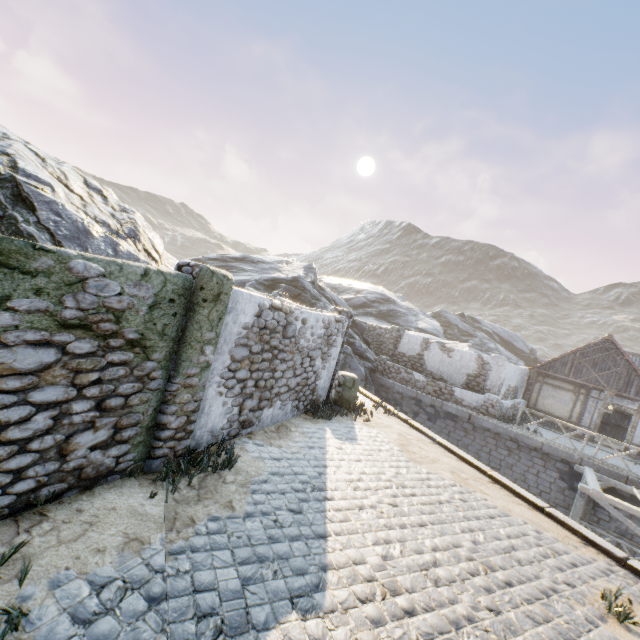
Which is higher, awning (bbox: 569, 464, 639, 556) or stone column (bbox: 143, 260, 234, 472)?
stone column (bbox: 143, 260, 234, 472)

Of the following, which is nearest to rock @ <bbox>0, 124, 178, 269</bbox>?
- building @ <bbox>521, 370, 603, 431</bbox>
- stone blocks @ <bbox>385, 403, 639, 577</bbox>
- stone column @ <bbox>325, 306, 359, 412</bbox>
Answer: stone blocks @ <bbox>385, 403, 639, 577</bbox>

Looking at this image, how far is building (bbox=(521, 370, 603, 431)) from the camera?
18.30m

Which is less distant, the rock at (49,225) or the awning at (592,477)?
the rock at (49,225)

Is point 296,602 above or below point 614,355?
below

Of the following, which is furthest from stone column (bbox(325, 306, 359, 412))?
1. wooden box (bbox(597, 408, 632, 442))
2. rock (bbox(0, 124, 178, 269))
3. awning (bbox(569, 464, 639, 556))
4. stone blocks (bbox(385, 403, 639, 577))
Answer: wooden box (bbox(597, 408, 632, 442))

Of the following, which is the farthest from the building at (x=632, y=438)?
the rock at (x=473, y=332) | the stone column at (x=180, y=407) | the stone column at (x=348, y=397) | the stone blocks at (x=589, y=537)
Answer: the stone column at (x=180, y=407)

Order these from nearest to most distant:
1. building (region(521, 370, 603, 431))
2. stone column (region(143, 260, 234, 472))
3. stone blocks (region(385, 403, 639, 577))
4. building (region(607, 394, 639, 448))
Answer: stone column (region(143, 260, 234, 472)), stone blocks (region(385, 403, 639, 577)), building (region(607, 394, 639, 448)), building (region(521, 370, 603, 431))
